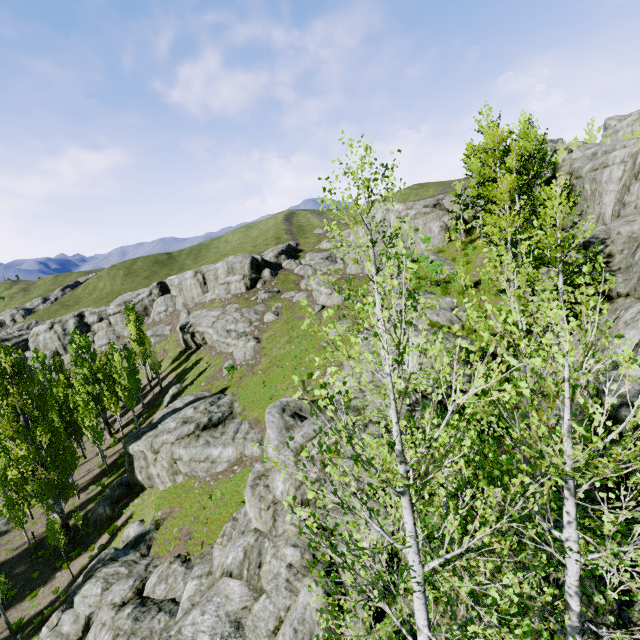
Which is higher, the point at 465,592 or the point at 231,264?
the point at 231,264

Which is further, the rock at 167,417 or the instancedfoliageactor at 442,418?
the rock at 167,417

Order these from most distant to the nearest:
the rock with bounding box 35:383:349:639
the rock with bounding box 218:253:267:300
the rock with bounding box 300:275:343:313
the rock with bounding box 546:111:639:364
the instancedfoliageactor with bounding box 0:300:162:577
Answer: the rock with bounding box 218:253:267:300 → the rock with bounding box 300:275:343:313 → the instancedfoliageactor with bounding box 0:300:162:577 → the rock with bounding box 546:111:639:364 → the rock with bounding box 35:383:349:639

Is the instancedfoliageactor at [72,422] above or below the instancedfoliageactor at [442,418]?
below

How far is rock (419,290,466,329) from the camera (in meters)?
19.27
